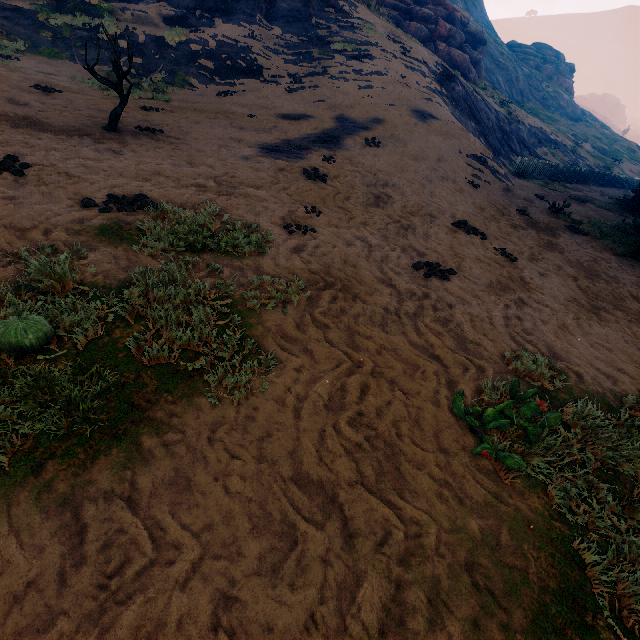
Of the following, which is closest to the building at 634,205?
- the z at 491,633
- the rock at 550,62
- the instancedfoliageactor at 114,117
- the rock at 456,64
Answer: the z at 491,633

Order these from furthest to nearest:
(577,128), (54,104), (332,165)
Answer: (577,128)
(332,165)
(54,104)

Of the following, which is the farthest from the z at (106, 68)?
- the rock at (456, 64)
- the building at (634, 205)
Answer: the rock at (456, 64)

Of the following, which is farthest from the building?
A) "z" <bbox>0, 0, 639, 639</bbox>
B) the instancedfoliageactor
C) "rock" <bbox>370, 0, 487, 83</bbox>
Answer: "rock" <bbox>370, 0, 487, 83</bbox>

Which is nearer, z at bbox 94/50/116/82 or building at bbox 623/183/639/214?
z at bbox 94/50/116/82

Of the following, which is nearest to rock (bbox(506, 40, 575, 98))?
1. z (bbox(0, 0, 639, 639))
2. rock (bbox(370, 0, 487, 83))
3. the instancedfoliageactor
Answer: z (bbox(0, 0, 639, 639))

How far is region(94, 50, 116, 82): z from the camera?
11.7 meters
